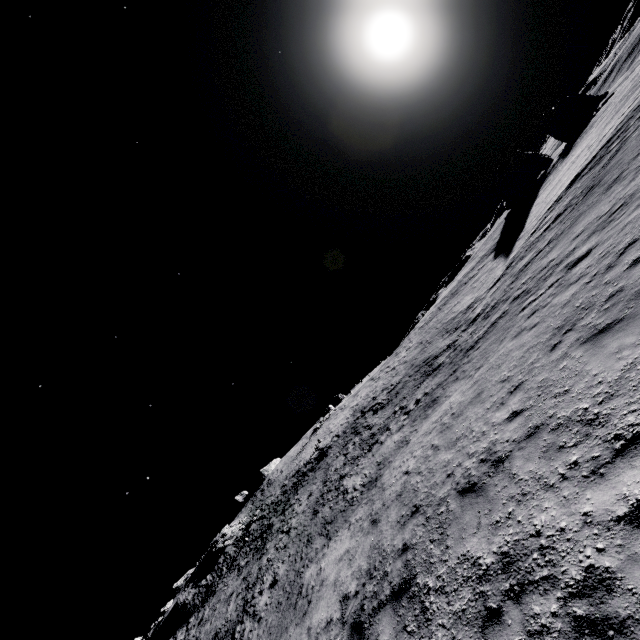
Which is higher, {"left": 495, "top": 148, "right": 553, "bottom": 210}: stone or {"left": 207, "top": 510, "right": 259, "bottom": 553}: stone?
{"left": 207, "top": 510, "right": 259, "bottom": 553}: stone

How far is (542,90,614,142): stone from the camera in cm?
4562

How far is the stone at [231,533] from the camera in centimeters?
4258cm

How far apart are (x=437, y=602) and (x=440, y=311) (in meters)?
33.33

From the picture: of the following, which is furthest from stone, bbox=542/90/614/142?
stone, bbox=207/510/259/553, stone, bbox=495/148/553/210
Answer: stone, bbox=207/510/259/553

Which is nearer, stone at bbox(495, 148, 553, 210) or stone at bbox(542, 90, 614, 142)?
stone at bbox(495, 148, 553, 210)

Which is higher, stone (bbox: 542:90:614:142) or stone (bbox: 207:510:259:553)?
stone (bbox: 207:510:259:553)

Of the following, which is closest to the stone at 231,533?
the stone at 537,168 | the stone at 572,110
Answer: the stone at 537,168
